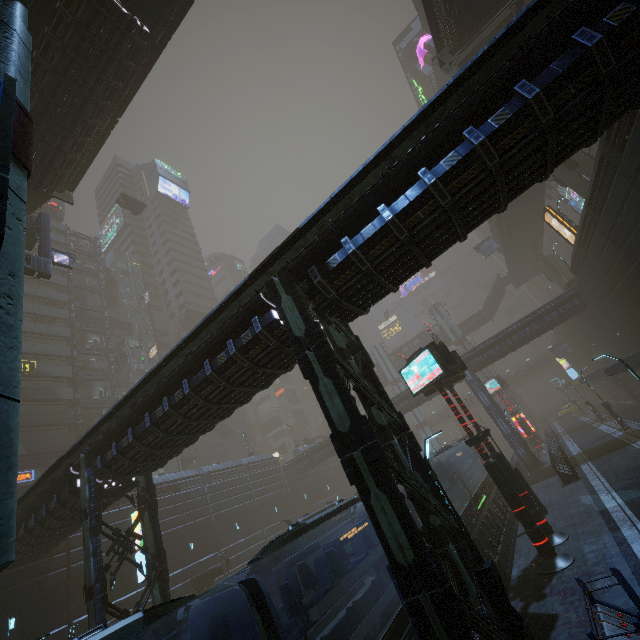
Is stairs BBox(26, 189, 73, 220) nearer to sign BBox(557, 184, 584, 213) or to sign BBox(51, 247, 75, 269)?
sign BBox(51, 247, 75, 269)

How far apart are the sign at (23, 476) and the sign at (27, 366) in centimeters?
1038cm

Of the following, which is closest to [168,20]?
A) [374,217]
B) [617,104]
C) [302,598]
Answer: [374,217]

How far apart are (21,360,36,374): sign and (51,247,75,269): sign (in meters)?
19.98

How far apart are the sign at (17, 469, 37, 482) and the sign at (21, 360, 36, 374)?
10.38m

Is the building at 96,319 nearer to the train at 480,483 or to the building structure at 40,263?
the train at 480,483

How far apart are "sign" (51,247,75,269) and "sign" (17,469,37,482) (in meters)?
21.48

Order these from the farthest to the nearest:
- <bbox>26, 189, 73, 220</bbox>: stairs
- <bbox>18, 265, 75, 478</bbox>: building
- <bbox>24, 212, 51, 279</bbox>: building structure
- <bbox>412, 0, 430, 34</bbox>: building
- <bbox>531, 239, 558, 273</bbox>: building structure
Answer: <bbox>531, 239, 558, 273</bbox>: building structure
<bbox>412, 0, 430, 34</bbox>: building
<bbox>18, 265, 75, 478</bbox>: building
<bbox>26, 189, 73, 220</bbox>: stairs
<bbox>24, 212, 51, 279</bbox>: building structure
